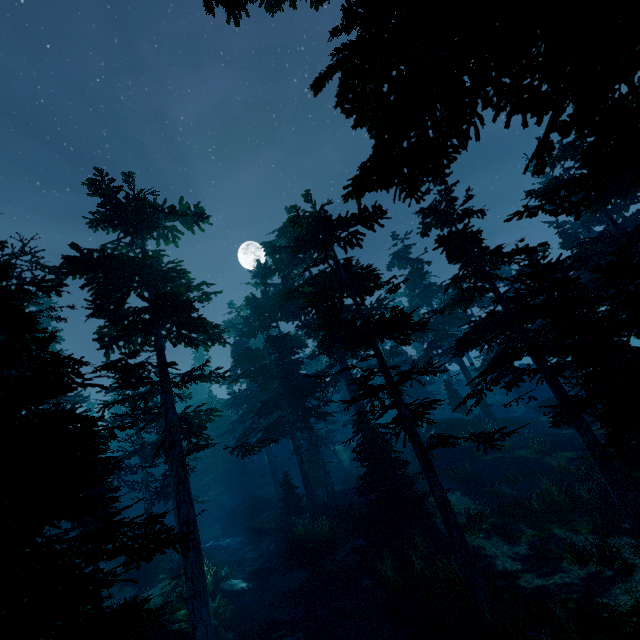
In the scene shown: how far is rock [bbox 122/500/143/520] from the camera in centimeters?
4203cm

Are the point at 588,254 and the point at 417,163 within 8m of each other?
no

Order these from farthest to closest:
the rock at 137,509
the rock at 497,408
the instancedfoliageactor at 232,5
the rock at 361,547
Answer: the rock at 497,408
the rock at 137,509
the rock at 361,547
the instancedfoliageactor at 232,5

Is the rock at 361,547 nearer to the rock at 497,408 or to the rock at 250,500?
the rock at 250,500

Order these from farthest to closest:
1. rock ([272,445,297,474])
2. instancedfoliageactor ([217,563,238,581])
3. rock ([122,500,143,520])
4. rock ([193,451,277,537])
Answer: rock ([272,445,297,474]) → rock ([122,500,143,520]) → rock ([193,451,277,537]) → instancedfoliageactor ([217,563,238,581])

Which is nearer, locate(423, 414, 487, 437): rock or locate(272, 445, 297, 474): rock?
locate(423, 414, 487, 437): rock

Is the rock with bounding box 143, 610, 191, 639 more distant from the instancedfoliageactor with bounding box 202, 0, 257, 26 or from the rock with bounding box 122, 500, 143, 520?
the rock with bounding box 122, 500, 143, 520
